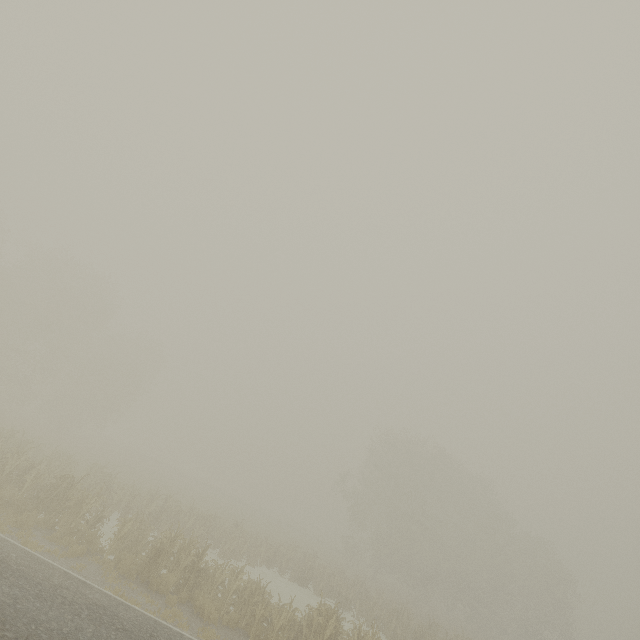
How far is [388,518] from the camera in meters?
40.9

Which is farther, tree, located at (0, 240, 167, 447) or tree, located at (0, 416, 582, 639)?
tree, located at (0, 240, 167, 447)

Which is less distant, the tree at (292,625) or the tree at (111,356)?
the tree at (292,625)
